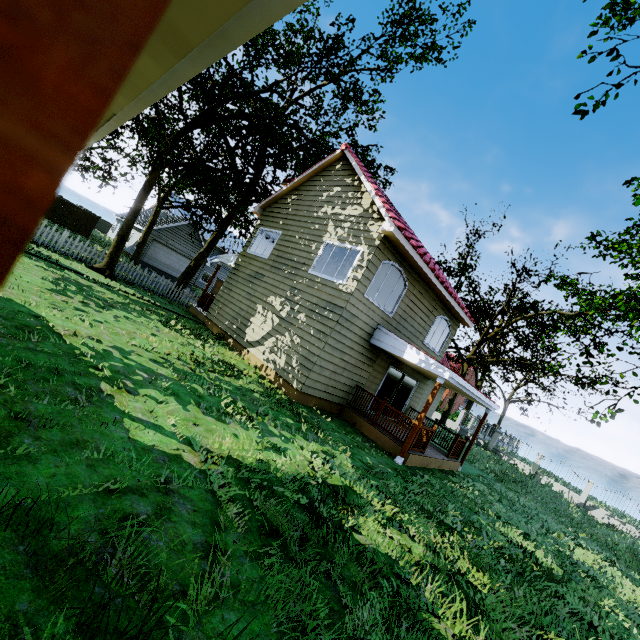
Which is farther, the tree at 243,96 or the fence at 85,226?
the fence at 85,226

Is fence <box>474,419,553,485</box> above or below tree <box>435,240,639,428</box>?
below

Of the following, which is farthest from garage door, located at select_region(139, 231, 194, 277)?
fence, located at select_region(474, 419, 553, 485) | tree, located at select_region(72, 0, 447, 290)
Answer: fence, located at select_region(474, 419, 553, 485)

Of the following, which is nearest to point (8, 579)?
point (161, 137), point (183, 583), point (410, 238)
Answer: point (183, 583)

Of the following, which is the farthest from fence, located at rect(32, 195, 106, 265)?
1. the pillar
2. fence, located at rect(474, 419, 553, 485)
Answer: the pillar

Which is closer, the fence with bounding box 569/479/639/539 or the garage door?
the fence with bounding box 569/479/639/539

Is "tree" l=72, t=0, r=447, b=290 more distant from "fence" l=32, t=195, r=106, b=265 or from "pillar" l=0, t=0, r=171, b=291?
"pillar" l=0, t=0, r=171, b=291

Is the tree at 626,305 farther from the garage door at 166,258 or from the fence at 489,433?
the garage door at 166,258
